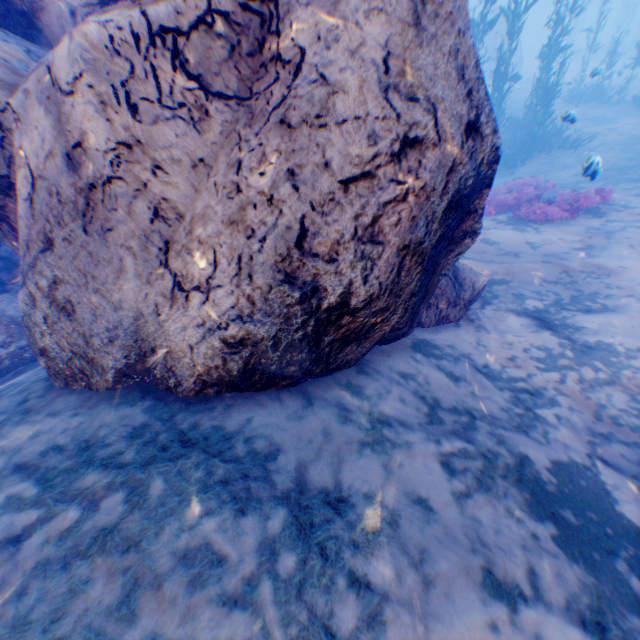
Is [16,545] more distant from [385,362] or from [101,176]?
[385,362]

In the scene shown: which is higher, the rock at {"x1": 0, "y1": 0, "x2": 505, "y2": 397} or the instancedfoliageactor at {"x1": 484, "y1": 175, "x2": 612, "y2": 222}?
the rock at {"x1": 0, "y1": 0, "x2": 505, "y2": 397}

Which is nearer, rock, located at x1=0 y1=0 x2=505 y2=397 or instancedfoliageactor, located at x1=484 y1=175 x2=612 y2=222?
rock, located at x1=0 y1=0 x2=505 y2=397

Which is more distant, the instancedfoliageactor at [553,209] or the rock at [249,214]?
the instancedfoliageactor at [553,209]

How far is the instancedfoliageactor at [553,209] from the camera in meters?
7.9

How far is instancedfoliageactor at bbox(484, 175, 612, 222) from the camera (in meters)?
7.91
